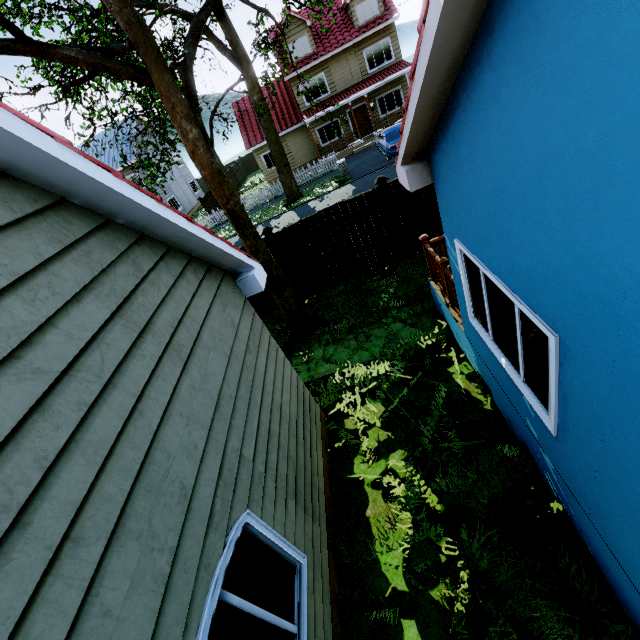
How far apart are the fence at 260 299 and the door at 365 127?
20.94m

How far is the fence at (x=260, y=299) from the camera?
10.3m

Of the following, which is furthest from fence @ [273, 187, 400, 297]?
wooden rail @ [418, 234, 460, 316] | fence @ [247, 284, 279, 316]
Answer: wooden rail @ [418, 234, 460, 316]

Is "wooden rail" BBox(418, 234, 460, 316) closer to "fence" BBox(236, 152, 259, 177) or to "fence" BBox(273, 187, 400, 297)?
"fence" BBox(273, 187, 400, 297)

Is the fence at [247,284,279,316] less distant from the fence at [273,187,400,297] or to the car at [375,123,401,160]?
the fence at [273,187,400,297]

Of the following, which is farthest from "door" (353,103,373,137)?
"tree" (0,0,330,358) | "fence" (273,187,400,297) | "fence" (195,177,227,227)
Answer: "fence" (273,187,400,297)

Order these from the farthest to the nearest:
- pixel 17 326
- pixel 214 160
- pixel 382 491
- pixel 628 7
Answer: pixel 214 160
pixel 382 491
pixel 17 326
pixel 628 7

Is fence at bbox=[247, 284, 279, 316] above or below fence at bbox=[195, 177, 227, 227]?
below
